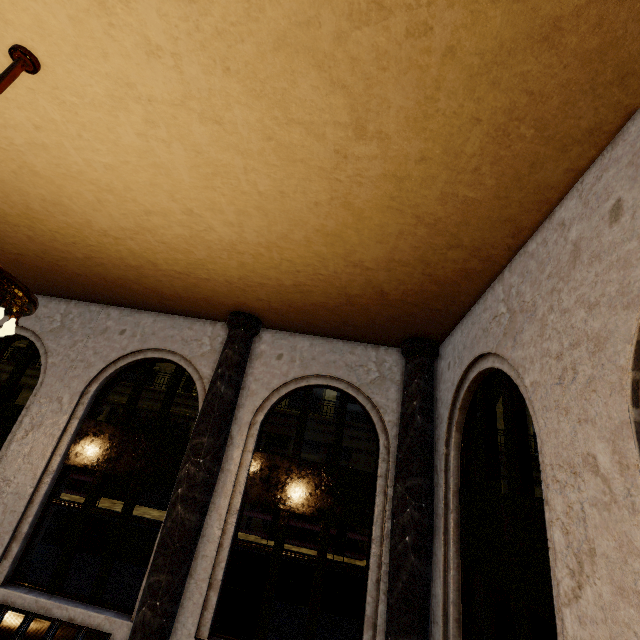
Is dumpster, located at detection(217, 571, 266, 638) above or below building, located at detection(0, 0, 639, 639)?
below

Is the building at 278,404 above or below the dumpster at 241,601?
above

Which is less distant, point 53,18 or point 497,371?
point 53,18

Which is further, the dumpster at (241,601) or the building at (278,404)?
the dumpster at (241,601)

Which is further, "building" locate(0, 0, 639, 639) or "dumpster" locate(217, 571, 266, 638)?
"dumpster" locate(217, 571, 266, 638)
